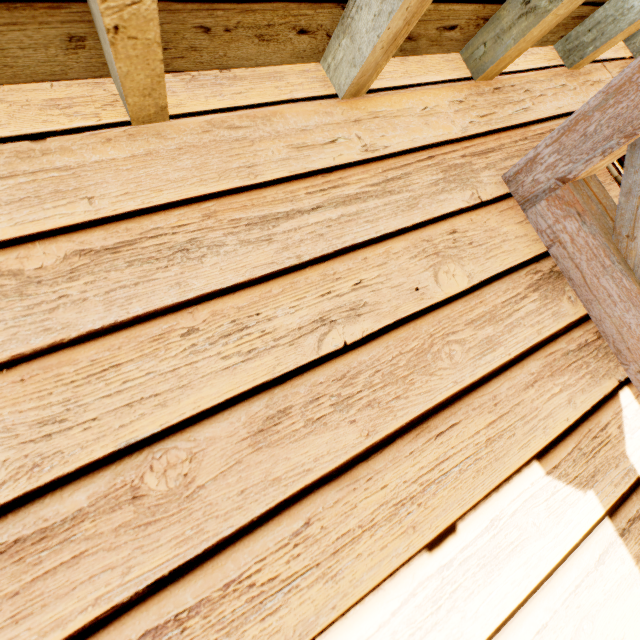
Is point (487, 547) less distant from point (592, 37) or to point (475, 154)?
point (475, 154)
